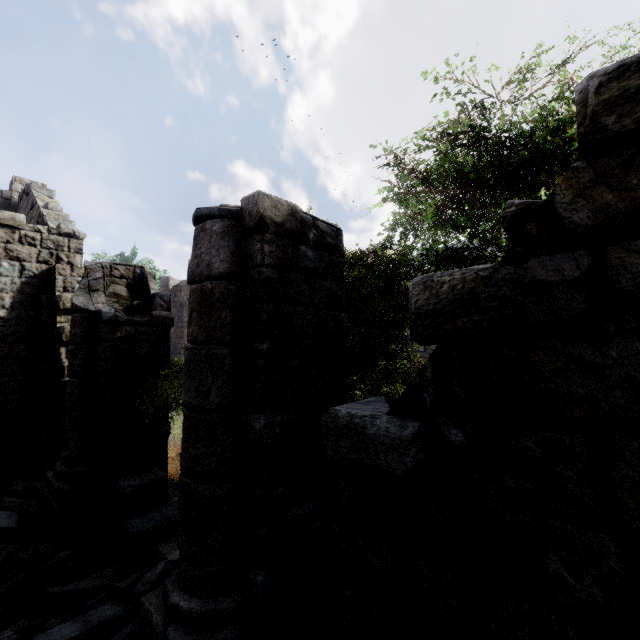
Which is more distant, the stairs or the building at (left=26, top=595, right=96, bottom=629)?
the building at (left=26, top=595, right=96, bottom=629)

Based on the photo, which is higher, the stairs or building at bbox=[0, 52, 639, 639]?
building at bbox=[0, 52, 639, 639]

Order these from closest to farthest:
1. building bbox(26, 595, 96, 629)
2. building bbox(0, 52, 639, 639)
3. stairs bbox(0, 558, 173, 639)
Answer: building bbox(0, 52, 639, 639)
stairs bbox(0, 558, 173, 639)
building bbox(26, 595, 96, 629)

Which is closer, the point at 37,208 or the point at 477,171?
the point at 477,171

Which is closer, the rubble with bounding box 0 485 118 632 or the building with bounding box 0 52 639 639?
the building with bounding box 0 52 639 639

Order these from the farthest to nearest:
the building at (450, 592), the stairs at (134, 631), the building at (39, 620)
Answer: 1. the building at (39, 620)
2. the stairs at (134, 631)
3. the building at (450, 592)

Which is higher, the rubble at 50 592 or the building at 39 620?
the rubble at 50 592
